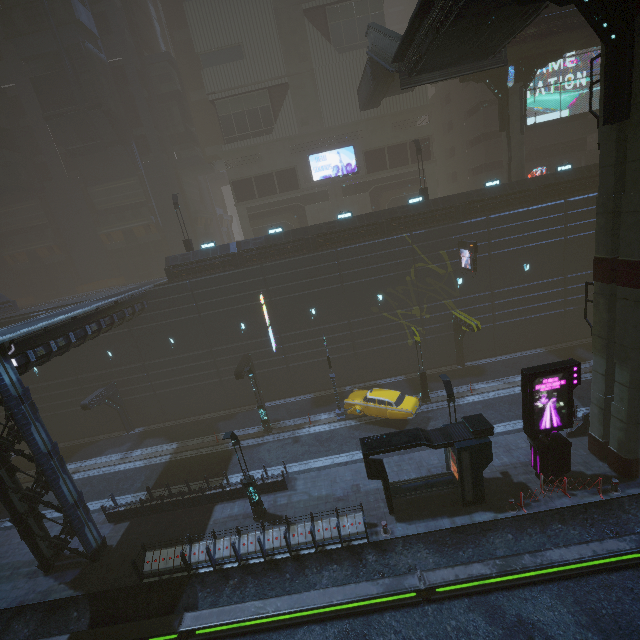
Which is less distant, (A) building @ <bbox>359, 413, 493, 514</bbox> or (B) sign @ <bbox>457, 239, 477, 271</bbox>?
(A) building @ <bbox>359, 413, 493, 514</bbox>

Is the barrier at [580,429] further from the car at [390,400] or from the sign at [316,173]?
the sign at [316,173]

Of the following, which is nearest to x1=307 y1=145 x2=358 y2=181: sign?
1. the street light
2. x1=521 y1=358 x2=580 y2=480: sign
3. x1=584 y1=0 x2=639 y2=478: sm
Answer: x1=584 y1=0 x2=639 y2=478: sm

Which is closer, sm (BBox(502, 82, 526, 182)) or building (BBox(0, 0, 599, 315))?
sm (BBox(502, 82, 526, 182))

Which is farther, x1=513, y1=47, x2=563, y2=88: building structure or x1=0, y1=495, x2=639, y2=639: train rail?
x1=513, y1=47, x2=563, y2=88: building structure

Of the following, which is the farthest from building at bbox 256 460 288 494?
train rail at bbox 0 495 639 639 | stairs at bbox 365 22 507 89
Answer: stairs at bbox 365 22 507 89

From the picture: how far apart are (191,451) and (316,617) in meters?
14.8

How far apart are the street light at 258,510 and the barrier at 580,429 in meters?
17.0 m
